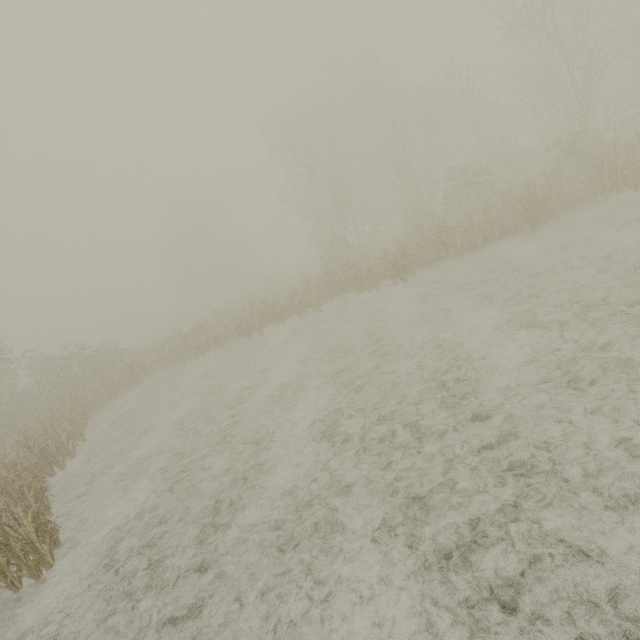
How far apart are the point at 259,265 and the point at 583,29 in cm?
4744
